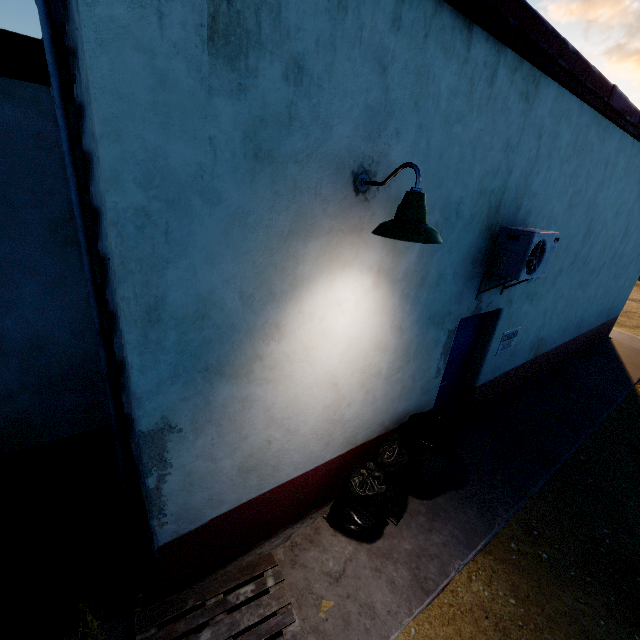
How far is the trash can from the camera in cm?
379

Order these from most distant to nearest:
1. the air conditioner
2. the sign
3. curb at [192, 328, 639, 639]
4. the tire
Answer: the sign, the air conditioner, curb at [192, 328, 639, 639], the tire

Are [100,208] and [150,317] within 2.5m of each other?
yes

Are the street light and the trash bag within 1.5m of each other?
no

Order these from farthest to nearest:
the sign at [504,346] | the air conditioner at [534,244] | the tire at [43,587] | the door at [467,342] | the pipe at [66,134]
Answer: the sign at [504,346], the door at [467,342], the air conditioner at [534,244], the tire at [43,587], the pipe at [66,134]

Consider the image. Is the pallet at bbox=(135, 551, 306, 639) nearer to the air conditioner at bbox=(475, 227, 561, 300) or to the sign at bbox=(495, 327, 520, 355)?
the air conditioner at bbox=(475, 227, 561, 300)

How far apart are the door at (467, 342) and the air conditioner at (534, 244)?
0.4 meters

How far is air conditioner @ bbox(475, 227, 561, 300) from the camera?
3.5m
